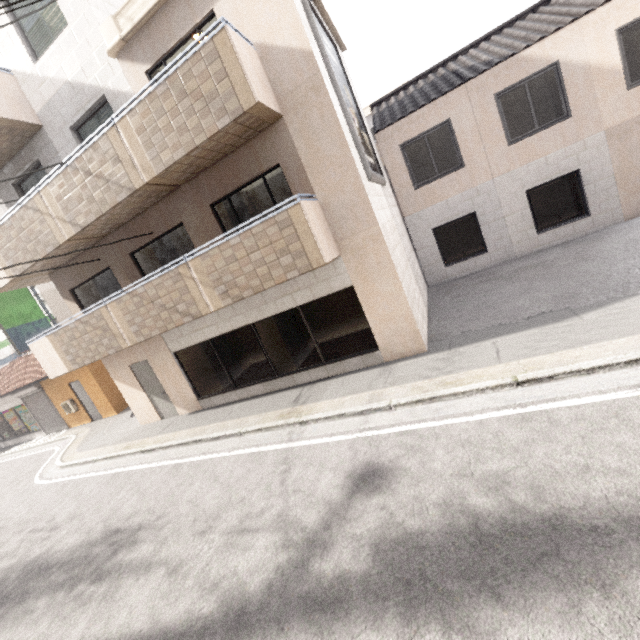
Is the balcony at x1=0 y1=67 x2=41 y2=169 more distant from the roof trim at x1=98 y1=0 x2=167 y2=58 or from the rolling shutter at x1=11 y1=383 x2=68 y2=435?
the rolling shutter at x1=11 y1=383 x2=68 y2=435

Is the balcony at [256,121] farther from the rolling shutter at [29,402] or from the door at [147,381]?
the rolling shutter at [29,402]

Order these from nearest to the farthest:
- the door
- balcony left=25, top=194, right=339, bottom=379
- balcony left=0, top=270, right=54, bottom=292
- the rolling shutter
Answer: balcony left=25, top=194, right=339, bottom=379
balcony left=0, top=270, right=54, bottom=292
the door
the rolling shutter

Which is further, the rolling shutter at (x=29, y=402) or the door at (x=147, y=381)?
the rolling shutter at (x=29, y=402)

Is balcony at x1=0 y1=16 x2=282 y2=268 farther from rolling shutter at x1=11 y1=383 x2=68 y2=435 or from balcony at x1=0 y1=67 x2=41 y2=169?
rolling shutter at x1=11 y1=383 x2=68 y2=435

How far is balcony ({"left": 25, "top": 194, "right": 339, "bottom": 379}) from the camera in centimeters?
618cm

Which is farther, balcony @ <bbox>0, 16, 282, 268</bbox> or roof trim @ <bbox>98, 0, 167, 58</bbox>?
roof trim @ <bbox>98, 0, 167, 58</bbox>

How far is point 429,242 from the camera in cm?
1173
